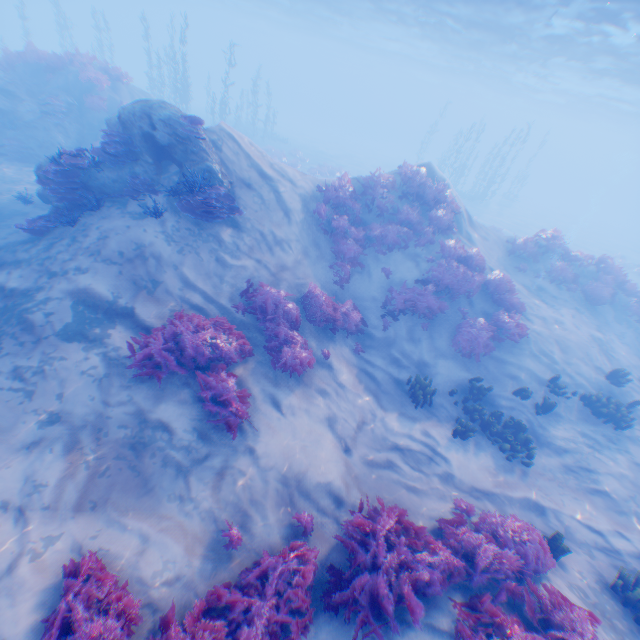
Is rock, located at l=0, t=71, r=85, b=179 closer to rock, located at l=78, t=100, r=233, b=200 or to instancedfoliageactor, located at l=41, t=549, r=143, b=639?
rock, located at l=78, t=100, r=233, b=200

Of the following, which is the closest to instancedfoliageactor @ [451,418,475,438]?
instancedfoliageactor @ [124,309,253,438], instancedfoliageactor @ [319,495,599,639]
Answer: instancedfoliageactor @ [319,495,599,639]

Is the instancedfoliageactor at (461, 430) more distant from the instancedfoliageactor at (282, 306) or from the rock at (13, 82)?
the rock at (13, 82)

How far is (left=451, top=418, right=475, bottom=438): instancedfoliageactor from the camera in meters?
9.4

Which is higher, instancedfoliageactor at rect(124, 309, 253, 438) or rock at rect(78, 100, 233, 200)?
rock at rect(78, 100, 233, 200)

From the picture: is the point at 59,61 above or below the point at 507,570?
above

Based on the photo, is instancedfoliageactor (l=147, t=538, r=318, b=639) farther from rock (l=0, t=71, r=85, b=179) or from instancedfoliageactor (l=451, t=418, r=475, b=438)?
rock (l=0, t=71, r=85, b=179)

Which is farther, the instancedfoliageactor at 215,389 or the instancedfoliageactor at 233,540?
the instancedfoliageactor at 215,389
